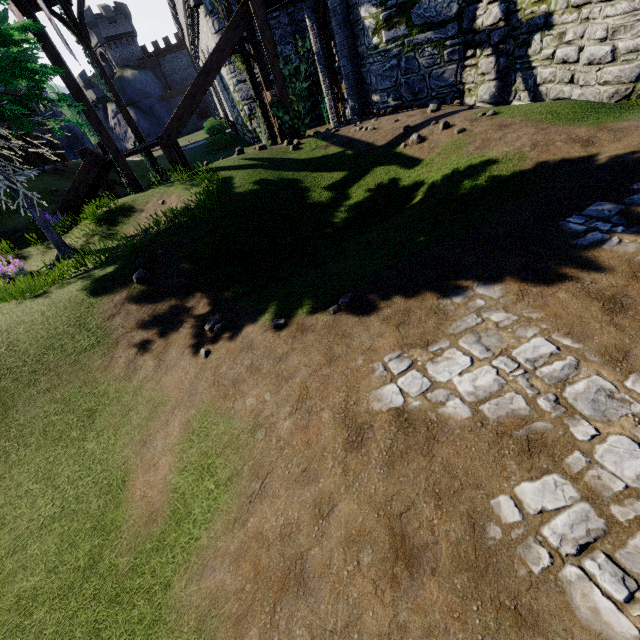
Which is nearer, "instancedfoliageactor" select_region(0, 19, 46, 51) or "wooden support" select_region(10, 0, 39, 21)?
"instancedfoliageactor" select_region(0, 19, 46, 51)

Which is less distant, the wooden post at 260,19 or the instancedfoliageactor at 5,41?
the instancedfoliageactor at 5,41

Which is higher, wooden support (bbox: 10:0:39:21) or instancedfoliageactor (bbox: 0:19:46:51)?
wooden support (bbox: 10:0:39:21)

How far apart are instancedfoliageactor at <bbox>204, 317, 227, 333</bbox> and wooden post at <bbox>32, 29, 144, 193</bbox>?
9.0 meters

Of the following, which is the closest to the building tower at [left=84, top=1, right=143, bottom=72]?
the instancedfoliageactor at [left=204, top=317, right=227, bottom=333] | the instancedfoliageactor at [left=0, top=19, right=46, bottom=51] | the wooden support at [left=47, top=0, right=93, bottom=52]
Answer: the wooden support at [left=47, top=0, right=93, bottom=52]

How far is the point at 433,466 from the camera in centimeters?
255cm

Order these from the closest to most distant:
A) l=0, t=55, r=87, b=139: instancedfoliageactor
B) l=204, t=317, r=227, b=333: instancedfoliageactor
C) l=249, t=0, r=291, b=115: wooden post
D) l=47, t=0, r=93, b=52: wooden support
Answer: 1. l=204, t=317, r=227, b=333: instancedfoliageactor
2. l=0, t=55, r=87, b=139: instancedfoliageactor
3. l=249, t=0, r=291, b=115: wooden post
4. l=47, t=0, r=93, b=52: wooden support

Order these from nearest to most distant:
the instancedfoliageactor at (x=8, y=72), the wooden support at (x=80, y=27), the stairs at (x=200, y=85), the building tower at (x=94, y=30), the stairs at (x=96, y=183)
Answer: the instancedfoliageactor at (x=8, y=72)
the stairs at (x=200, y=85)
the stairs at (x=96, y=183)
the wooden support at (x=80, y=27)
the building tower at (x=94, y=30)
